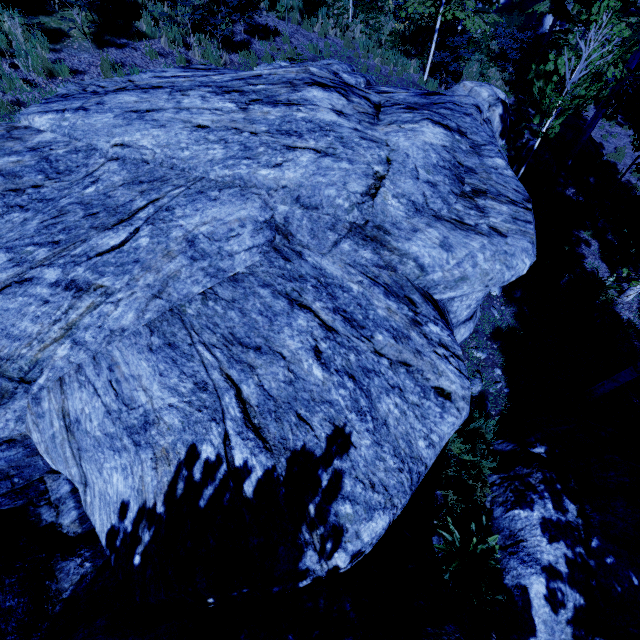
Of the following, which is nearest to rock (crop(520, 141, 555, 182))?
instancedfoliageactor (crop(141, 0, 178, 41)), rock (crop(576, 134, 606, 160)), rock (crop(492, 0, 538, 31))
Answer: instancedfoliageactor (crop(141, 0, 178, 41))

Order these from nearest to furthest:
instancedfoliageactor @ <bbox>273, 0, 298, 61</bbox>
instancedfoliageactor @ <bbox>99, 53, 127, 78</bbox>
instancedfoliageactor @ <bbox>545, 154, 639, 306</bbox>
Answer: instancedfoliageactor @ <bbox>545, 154, 639, 306</bbox> < instancedfoliageactor @ <bbox>99, 53, 127, 78</bbox> < instancedfoliageactor @ <bbox>273, 0, 298, 61</bbox>

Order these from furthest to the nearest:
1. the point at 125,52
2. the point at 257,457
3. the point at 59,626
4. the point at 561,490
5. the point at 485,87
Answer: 1. the point at 485,87
2. the point at 125,52
3. the point at 561,490
4. the point at 257,457
5. the point at 59,626

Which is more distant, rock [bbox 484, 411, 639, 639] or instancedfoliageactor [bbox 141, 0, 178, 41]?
instancedfoliageactor [bbox 141, 0, 178, 41]

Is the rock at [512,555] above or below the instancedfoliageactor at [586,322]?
above

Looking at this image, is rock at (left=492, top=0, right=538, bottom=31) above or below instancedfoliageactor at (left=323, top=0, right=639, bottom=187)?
below

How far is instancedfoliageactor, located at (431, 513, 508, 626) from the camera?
4.23m

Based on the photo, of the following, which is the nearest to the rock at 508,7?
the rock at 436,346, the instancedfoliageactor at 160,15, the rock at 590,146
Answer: the instancedfoliageactor at 160,15
